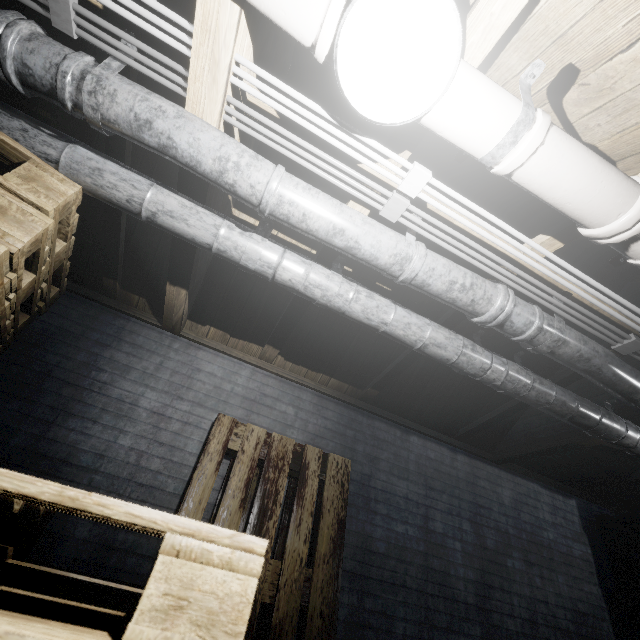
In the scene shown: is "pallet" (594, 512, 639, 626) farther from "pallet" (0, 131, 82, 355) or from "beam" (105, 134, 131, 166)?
"beam" (105, 134, 131, 166)

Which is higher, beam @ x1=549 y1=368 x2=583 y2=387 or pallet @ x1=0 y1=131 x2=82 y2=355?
beam @ x1=549 y1=368 x2=583 y2=387

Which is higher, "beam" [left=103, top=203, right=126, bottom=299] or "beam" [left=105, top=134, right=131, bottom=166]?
"beam" [left=105, top=134, right=131, bottom=166]

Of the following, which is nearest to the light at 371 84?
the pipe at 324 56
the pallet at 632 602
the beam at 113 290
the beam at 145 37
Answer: the pipe at 324 56

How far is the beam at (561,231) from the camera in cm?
152

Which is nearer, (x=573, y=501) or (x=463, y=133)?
(x=463, y=133)

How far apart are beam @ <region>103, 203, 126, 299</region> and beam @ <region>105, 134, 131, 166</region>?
0.3 meters

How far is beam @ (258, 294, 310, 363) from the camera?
2.15m
